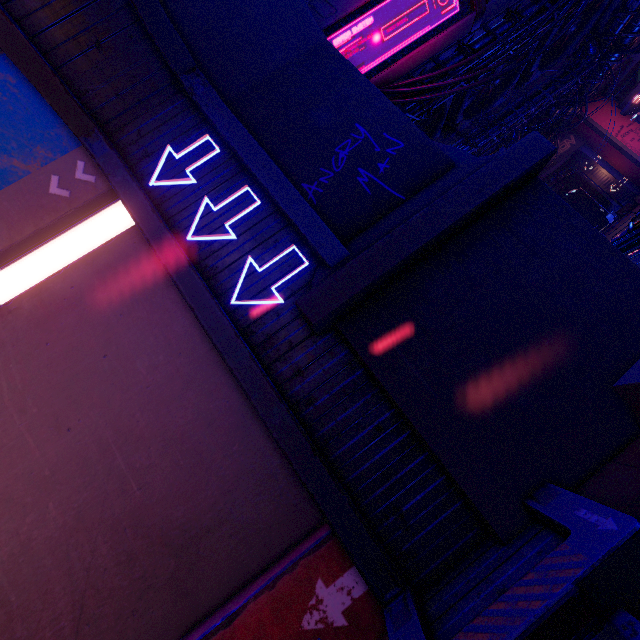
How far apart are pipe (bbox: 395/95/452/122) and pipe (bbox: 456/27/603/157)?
7.1 meters

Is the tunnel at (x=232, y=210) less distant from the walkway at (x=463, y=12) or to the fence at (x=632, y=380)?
the fence at (x=632, y=380)

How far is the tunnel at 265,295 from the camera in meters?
5.2

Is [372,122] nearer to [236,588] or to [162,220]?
[162,220]

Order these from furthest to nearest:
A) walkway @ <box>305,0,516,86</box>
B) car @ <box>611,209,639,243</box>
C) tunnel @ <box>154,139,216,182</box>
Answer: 1. car @ <box>611,209,639,243</box>
2. walkway @ <box>305,0,516,86</box>
3. tunnel @ <box>154,139,216,182</box>

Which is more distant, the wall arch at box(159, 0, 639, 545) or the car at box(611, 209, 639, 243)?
Answer: the car at box(611, 209, 639, 243)

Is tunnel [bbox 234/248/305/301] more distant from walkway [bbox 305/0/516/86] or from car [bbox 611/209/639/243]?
car [bbox 611/209/639/243]

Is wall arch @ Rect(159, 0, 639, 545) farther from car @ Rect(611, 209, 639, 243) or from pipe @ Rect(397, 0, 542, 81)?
car @ Rect(611, 209, 639, 243)
